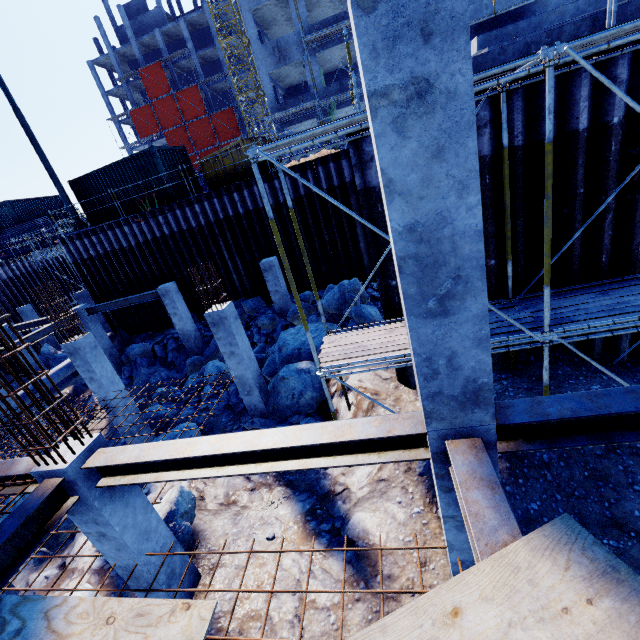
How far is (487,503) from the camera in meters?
2.4 m

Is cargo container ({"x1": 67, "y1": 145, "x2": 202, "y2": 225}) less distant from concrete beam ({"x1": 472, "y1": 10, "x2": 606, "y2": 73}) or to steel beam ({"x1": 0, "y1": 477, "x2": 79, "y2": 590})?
concrete beam ({"x1": 472, "y1": 10, "x2": 606, "y2": 73})

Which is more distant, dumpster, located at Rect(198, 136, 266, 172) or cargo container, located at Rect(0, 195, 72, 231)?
cargo container, located at Rect(0, 195, 72, 231)

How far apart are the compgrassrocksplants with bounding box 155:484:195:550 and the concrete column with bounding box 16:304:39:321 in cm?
2263

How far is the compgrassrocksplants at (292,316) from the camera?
12.8 meters

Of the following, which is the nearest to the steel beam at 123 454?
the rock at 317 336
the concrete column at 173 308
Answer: the rock at 317 336

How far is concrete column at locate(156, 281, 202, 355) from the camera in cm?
1431

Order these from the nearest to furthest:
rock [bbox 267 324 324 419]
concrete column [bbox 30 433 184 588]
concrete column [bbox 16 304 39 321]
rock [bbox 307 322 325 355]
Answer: concrete column [bbox 30 433 184 588] → rock [bbox 267 324 324 419] → rock [bbox 307 322 325 355] → concrete column [bbox 16 304 39 321]
